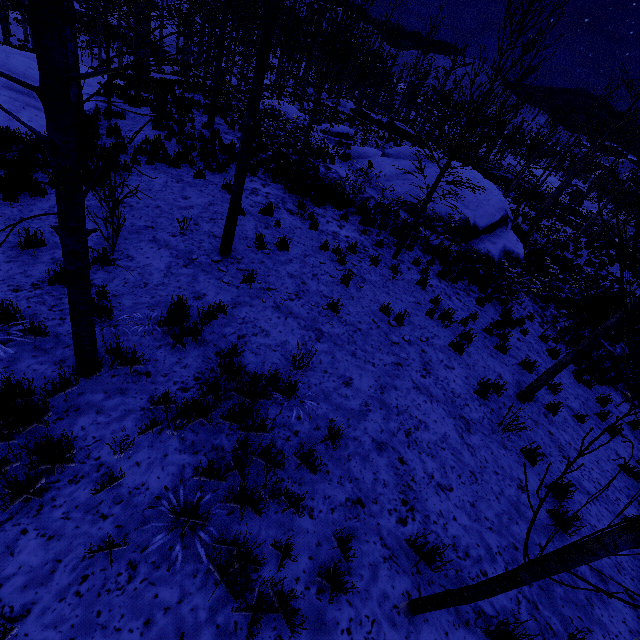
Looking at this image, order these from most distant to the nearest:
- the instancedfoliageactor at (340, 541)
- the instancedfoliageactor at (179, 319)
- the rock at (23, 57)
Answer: the rock at (23, 57), the instancedfoliageactor at (179, 319), the instancedfoliageactor at (340, 541)

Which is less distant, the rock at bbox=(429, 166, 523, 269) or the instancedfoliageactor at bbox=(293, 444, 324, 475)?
the instancedfoliageactor at bbox=(293, 444, 324, 475)

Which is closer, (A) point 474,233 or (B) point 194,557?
(B) point 194,557

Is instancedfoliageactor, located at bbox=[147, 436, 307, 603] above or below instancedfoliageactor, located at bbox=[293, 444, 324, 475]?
below

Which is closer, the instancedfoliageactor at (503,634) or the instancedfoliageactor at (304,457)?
the instancedfoliageactor at (503,634)

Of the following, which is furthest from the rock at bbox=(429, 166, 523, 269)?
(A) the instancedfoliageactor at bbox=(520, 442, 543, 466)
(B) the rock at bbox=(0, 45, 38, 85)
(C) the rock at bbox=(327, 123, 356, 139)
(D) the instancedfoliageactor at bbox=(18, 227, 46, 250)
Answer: (B) the rock at bbox=(0, 45, 38, 85)

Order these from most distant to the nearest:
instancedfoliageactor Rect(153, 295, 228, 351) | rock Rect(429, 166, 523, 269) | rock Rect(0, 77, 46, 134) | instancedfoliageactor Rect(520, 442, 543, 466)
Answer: rock Rect(429, 166, 523, 269)
rock Rect(0, 77, 46, 134)
instancedfoliageactor Rect(520, 442, 543, 466)
instancedfoliageactor Rect(153, 295, 228, 351)

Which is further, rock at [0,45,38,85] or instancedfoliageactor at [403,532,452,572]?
rock at [0,45,38,85]
